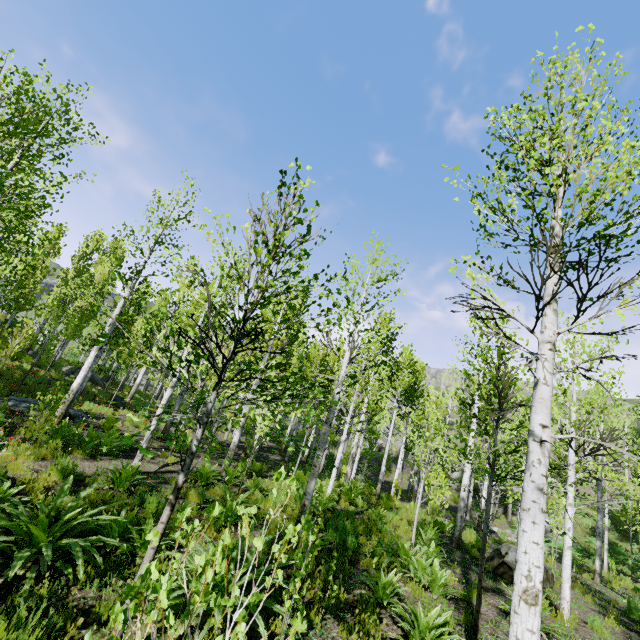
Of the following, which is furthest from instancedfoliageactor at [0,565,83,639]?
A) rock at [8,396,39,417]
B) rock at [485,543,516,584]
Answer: rock at [485,543,516,584]

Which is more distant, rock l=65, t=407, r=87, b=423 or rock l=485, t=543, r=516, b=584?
rock l=65, t=407, r=87, b=423

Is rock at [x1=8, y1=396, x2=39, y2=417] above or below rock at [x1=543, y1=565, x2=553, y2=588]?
below

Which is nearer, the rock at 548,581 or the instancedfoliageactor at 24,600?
the instancedfoliageactor at 24,600

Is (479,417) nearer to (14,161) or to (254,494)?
(254,494)

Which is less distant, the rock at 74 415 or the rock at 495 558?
the rock at 495 558

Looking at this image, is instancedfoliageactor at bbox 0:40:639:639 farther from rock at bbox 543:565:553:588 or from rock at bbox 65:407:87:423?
rock at bbox 543:565:553:588
